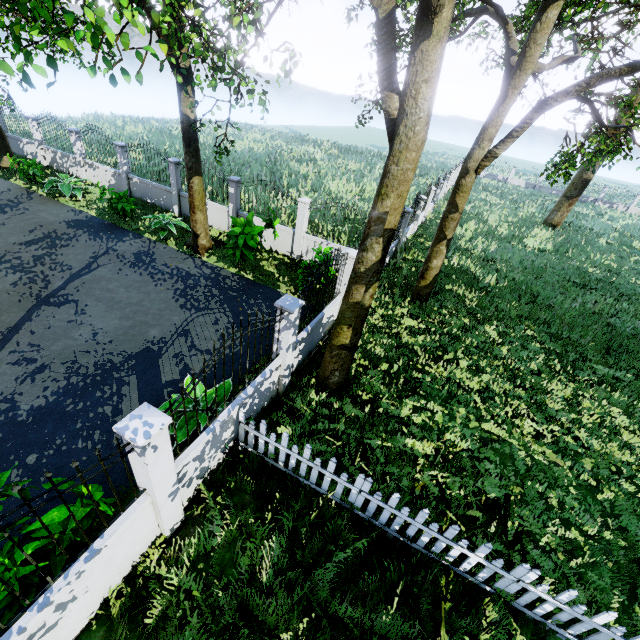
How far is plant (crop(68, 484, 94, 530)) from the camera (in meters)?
3.73

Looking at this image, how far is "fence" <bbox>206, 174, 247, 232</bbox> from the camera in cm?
1322

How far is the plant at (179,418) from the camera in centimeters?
571cm

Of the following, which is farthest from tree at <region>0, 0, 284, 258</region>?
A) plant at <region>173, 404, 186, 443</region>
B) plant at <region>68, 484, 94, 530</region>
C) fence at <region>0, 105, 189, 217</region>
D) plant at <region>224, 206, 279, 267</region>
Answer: plant at <region>68, 484, 94, 530</region>

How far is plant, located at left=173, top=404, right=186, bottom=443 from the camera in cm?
571

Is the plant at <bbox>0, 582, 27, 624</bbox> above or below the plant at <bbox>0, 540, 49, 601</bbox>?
below

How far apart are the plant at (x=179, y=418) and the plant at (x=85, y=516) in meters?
1.3

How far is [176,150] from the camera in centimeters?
2552cm
